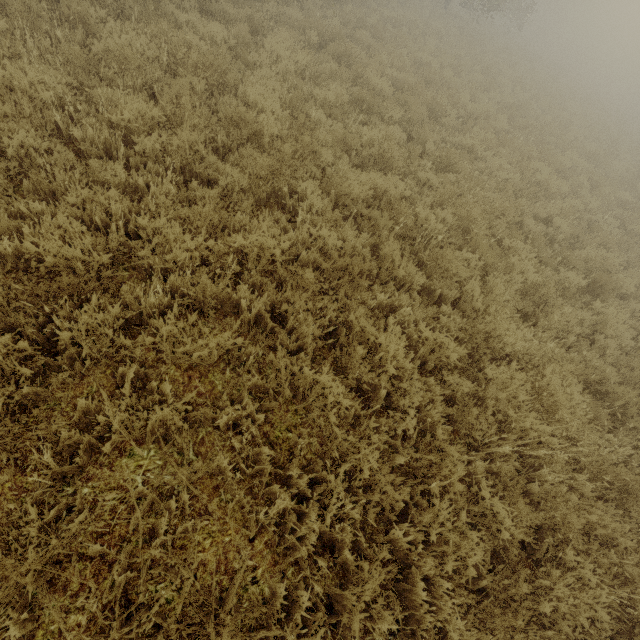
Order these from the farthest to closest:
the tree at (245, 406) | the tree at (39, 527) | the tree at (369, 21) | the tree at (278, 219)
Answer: the tree at (278, 219)
the tree at (369, 21)
the tree at (245, 406)
the tree at (39, 527)

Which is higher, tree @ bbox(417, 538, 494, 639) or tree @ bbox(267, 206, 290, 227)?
tree @ bbox(417, 538, 494, 639)

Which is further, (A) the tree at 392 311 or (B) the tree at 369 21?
(B) the tree at 369 21

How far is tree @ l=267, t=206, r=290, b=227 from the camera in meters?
4.2 m

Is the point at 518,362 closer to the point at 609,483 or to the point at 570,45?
the point at 609,483

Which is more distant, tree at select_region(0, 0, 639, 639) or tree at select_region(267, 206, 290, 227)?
tree at select_region(267, 206, 290, 227)

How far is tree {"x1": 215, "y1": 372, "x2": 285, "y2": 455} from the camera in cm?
280
